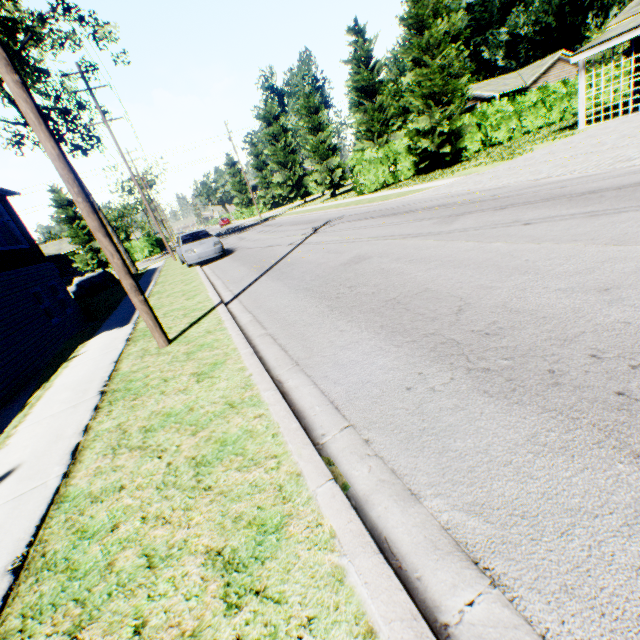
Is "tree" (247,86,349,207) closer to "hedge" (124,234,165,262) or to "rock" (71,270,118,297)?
"hedge" (124,234,165,262)

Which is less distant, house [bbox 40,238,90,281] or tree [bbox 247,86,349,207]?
tree [bbox 247,86,349,207]

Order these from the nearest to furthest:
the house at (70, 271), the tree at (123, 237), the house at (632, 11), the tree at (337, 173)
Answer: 1. the house at (632, 11)
2. the tree at (123, 237)
3. the tree at (337, 173)
4. the house at (70, 271)

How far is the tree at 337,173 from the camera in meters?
30.3

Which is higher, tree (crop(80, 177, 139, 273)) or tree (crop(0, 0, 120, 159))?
tree (crop(0, 0, 120, 159))

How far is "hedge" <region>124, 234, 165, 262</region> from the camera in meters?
39.8 m

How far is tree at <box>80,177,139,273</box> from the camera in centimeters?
2336cm

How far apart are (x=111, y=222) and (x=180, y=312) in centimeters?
5238cm
